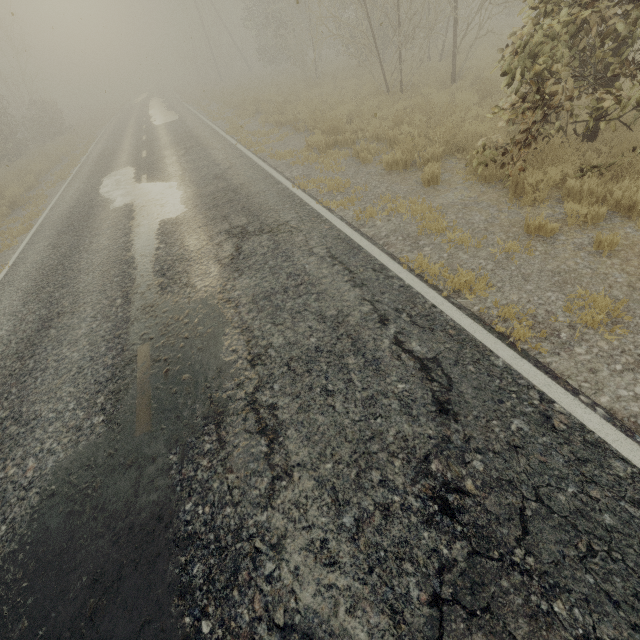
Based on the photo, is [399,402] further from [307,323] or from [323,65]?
[323,65]
